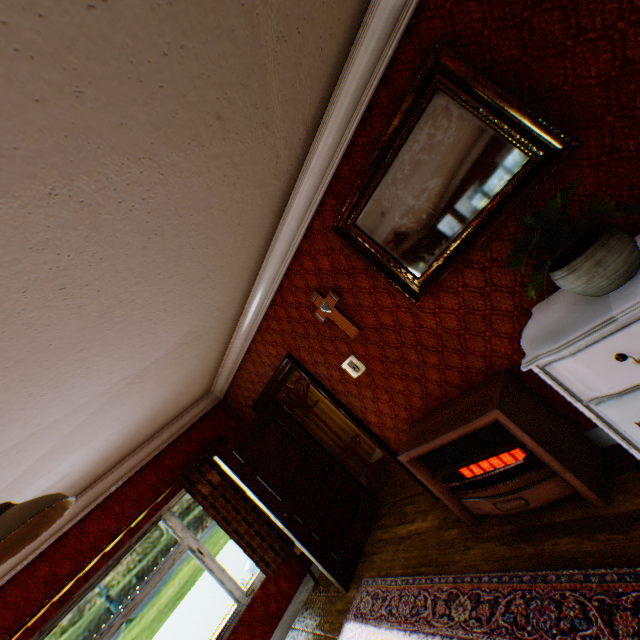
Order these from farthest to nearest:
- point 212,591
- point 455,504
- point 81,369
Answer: point 212,591 → point 455,504 → point 81,369

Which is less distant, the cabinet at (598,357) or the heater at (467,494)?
the cabinet at (598,357)

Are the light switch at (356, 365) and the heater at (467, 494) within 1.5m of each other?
yes

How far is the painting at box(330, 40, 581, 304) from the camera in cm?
183

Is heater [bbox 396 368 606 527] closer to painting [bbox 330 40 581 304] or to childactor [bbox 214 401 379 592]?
painting [bbox 330 40 581 304]

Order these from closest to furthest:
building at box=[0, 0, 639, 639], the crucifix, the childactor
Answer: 1. building at box=[0, 0, 639, 639]
2. the crucifix
3. the childactor

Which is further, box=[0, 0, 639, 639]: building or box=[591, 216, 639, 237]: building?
box=[591, 216, 639, 237]: building

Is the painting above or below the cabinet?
above
